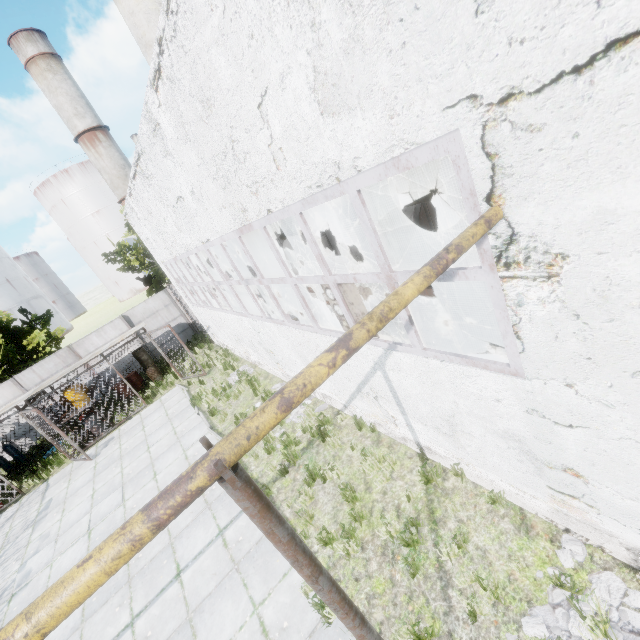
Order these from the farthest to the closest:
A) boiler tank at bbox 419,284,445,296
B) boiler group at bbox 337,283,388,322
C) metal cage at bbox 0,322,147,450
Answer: metal cage at bbox 0,322,147,450
boiler tank at bbox 419,284,445,296
boiler group at bbox 337,283,388,322

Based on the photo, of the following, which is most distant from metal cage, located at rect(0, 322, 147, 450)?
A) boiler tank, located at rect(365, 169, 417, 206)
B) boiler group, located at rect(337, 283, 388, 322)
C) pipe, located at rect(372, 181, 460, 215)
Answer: pipe, located at rect(372, 181, 460, 215)

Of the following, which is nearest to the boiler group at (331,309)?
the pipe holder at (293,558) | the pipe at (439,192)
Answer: the pipe holder at (293,558)

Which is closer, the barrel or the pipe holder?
the pipe holder

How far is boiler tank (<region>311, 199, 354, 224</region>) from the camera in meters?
11.6

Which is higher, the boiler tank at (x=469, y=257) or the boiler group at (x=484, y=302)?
the boiler group at (x=484, y=302)

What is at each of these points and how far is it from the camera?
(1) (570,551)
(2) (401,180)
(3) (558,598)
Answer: (1) concrete debris, 4.1 meters
(2) boiler tank, 10.9 meters
(3) concrete debris, 3.8 meters
